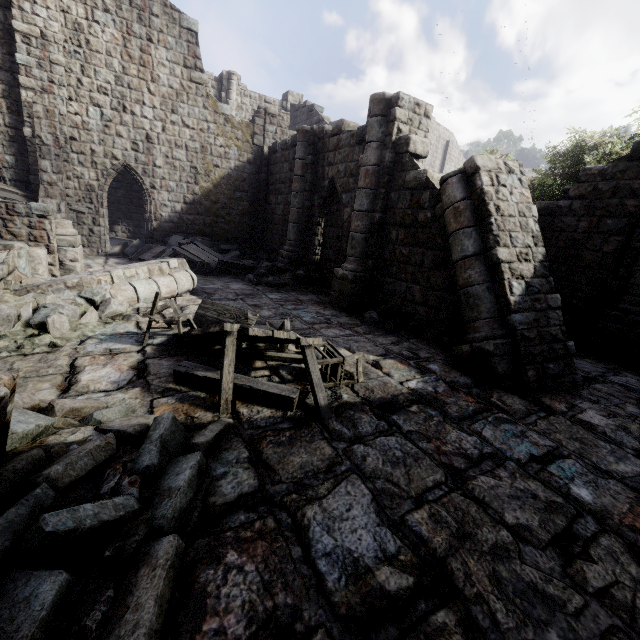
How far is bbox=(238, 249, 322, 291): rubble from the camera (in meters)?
12.26

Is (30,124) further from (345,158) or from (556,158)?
(556,158)

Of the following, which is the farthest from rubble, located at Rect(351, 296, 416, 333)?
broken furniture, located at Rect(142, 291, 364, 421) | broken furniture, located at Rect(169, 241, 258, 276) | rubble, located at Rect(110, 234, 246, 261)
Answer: rubble, located at Rect(110, 234, 246, 261)

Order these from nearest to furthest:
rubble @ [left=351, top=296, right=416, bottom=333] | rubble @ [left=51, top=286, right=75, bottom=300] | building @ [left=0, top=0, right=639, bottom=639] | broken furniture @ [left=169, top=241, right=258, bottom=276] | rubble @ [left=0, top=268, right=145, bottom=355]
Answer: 1. building @ [left=0, top=0, right=639, bottom=639]
2. rubble @ [left=0, top=268, right=145, bottom=355]
3. rubble @ [left=51, top=286, right=75, bottom=300]
4. rubble @ [left=351, top=296, right=416, bottom=333]
5. broken furniture @ [left=169, top=241, right=258, bottom=276]

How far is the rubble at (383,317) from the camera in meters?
8.4

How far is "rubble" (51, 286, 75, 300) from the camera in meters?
6.6

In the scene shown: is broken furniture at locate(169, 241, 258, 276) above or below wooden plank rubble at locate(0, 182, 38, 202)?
below

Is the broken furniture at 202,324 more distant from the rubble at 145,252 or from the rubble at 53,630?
the rubble at 145,252
